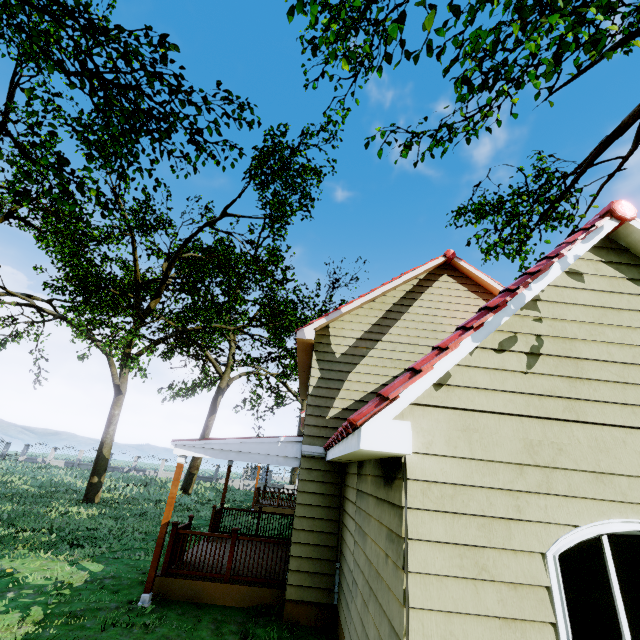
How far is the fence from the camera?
37.3m

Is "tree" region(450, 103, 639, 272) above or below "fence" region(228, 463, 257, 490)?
above

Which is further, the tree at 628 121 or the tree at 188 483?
the tree at 188 483

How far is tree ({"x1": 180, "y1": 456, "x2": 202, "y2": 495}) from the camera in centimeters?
2447cm

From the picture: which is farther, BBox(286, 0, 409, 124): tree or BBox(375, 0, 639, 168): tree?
BBox(286, 0, 409, 124): tree

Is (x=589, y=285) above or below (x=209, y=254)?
below
